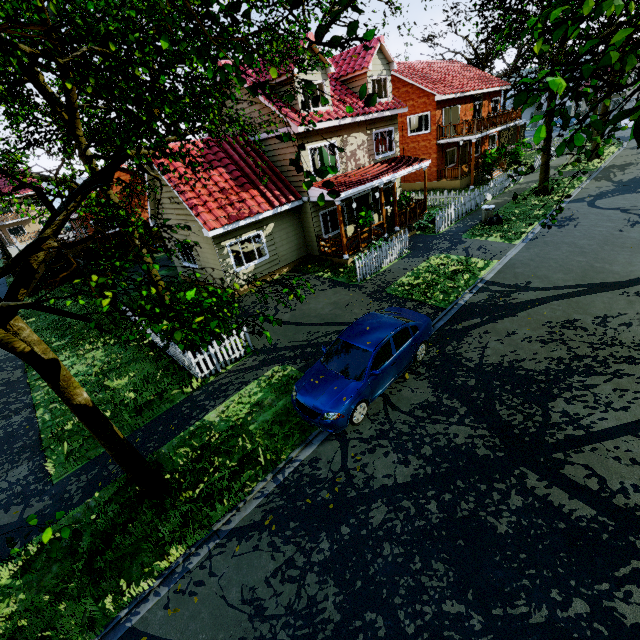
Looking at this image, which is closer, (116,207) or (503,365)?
(116,207)

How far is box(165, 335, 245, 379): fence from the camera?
9.7 meters

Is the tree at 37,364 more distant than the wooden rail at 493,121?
No

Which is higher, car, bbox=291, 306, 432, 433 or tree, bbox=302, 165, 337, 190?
tree, bbox=302, 165, 337, 190

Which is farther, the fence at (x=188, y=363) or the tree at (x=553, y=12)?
the fence at (x=188, y=363)

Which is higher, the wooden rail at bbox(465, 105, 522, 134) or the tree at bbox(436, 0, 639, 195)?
the tree at bbox(436, 0, 639, 195)

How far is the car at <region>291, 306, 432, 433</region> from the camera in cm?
723
